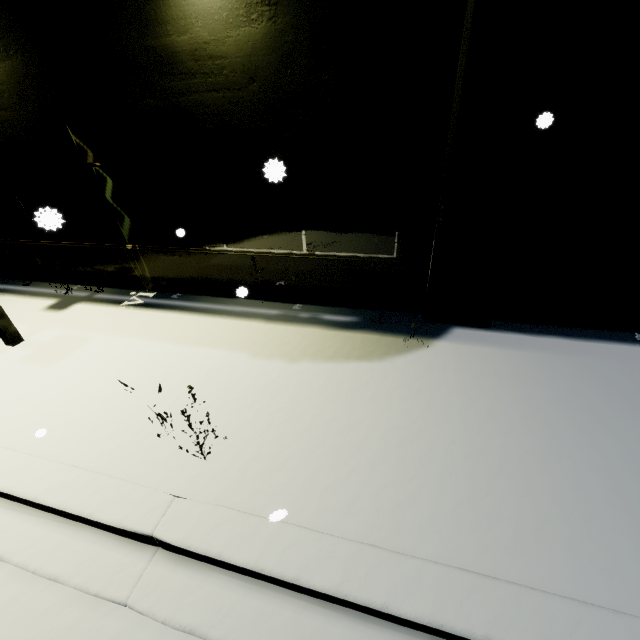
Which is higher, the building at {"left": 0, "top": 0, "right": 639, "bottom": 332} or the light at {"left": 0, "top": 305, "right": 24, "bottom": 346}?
the building at {"left": 0, "top": 0, "right": 639, "bottom": 332}

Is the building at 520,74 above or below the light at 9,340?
above

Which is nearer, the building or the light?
the building

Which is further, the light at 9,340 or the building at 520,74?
the light at 9,340

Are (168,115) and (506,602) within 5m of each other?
no
